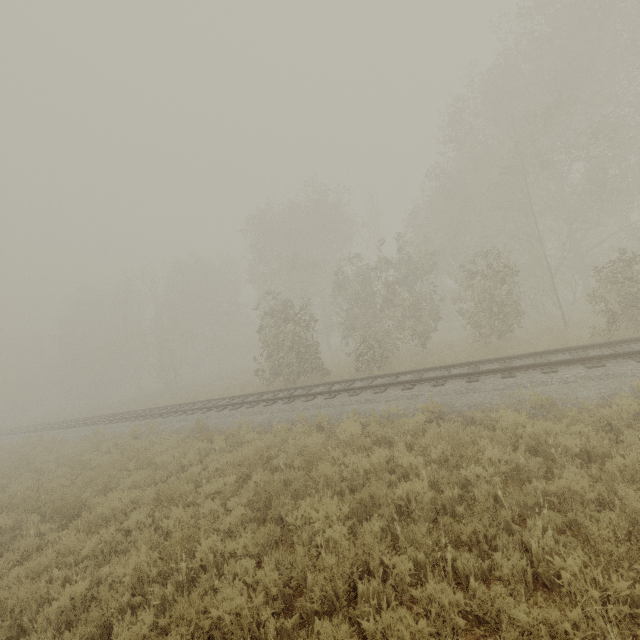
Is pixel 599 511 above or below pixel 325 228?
below
